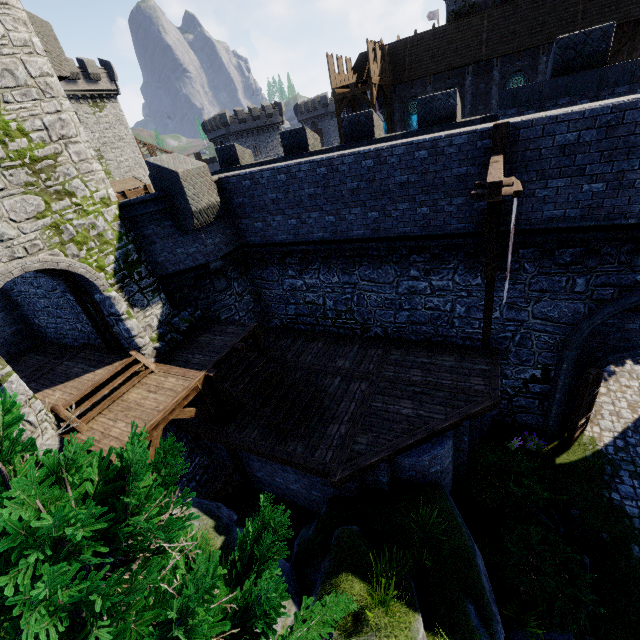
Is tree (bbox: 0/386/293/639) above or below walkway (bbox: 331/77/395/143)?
below

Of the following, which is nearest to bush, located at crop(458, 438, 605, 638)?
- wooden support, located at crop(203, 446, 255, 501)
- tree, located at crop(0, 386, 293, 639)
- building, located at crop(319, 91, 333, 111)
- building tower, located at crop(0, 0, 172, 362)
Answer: tree, located at crop(0, 386, 293, 639)

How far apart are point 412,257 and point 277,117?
56.27m

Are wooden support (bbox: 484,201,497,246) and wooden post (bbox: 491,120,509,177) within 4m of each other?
yes

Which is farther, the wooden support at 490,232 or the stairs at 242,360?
the stairs at 242,360

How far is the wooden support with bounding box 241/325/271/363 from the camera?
11.76m

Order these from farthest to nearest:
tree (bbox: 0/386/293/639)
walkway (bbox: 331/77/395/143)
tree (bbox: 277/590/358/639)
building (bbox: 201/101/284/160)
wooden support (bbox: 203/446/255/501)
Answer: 1. building (bbox: 201/101/284/160)
2. walkway (bbox: 331/77/395/143)
3. wooden support (bbox: 203/446/255/501)
4. tree (bbox: 277/590/358/639)
5. tree (bbox: 0/386/293/639)

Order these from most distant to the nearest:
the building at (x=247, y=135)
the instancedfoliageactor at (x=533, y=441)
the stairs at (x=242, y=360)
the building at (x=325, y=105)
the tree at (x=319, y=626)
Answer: the building at (x=325, y=105)
the building at (x=247, y=135)
the instancedfoliageactor at (x=533, y=441)
the stairs at (x=242, y=360)
the tree at (x=319, y=626)
